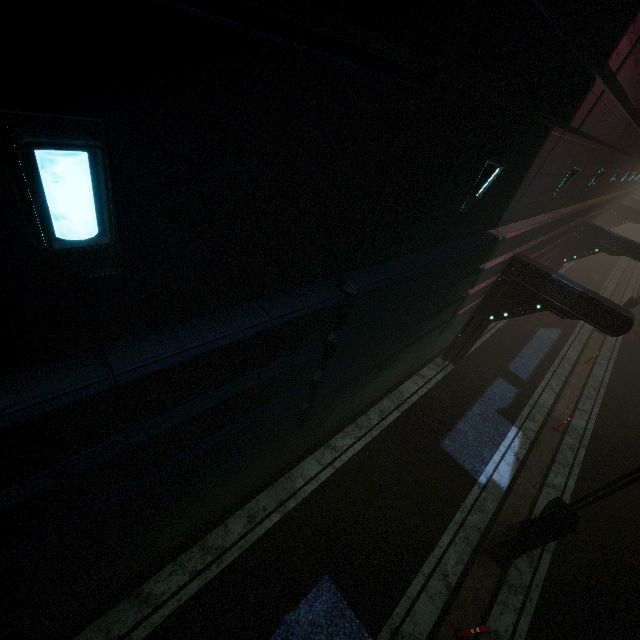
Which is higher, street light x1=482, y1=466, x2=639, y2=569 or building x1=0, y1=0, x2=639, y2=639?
building x1=0, y1=0, x2=639, y2=639

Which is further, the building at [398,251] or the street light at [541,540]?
the street light at [541,540]

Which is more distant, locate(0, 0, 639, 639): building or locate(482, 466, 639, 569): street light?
locate(482, 466, 639, 569): street light

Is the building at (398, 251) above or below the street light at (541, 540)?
above

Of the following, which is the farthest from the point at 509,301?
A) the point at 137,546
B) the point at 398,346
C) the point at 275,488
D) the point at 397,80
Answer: the point at 137,546
